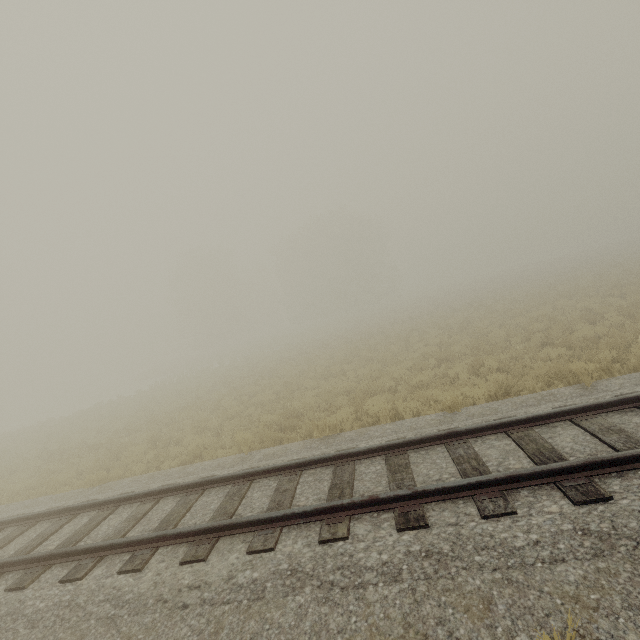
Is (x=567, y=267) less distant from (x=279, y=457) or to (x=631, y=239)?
(x=631, y=239)
